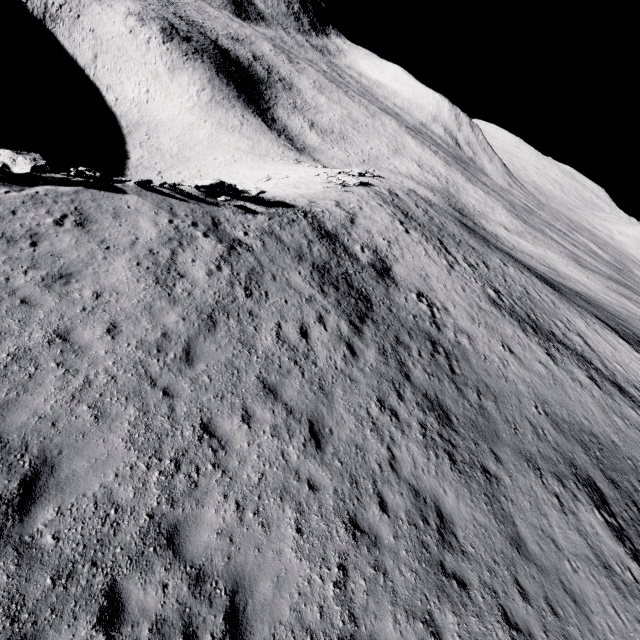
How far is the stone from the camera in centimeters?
1680cm

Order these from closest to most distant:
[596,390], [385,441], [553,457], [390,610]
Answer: [390,610] → [385,441] → [553,457] → [596,390]

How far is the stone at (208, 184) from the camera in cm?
1680
